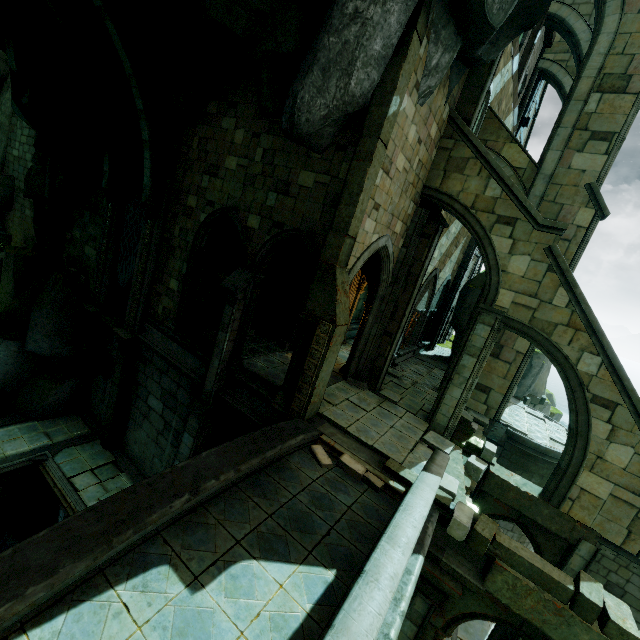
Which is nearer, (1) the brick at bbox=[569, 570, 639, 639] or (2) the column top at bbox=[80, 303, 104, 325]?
(1) the brick at bbox=[569, 570, 639, 639]

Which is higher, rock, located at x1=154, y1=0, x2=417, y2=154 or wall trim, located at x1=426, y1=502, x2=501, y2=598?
rock, located at x1=154, y1=0, x2=417, y2=154

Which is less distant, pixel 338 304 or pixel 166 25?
pixel 338 304

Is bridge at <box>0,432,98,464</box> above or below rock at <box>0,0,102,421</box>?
below

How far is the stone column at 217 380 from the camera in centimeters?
1026cm

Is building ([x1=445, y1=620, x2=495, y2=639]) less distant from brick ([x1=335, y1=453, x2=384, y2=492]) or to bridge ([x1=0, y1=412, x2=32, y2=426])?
brick ([x1=335, y1=453, x2=384, y2=492])

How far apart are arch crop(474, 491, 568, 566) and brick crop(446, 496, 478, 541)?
3.7 meters

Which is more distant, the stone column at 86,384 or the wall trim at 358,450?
the stone column at 86,384
